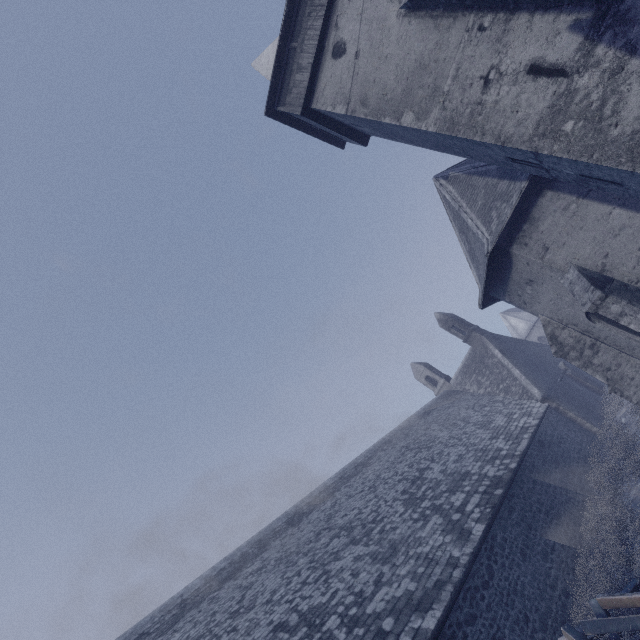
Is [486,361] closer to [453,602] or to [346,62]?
[453,602]

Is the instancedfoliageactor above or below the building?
below

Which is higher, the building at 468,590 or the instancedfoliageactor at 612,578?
the building at 468,590
